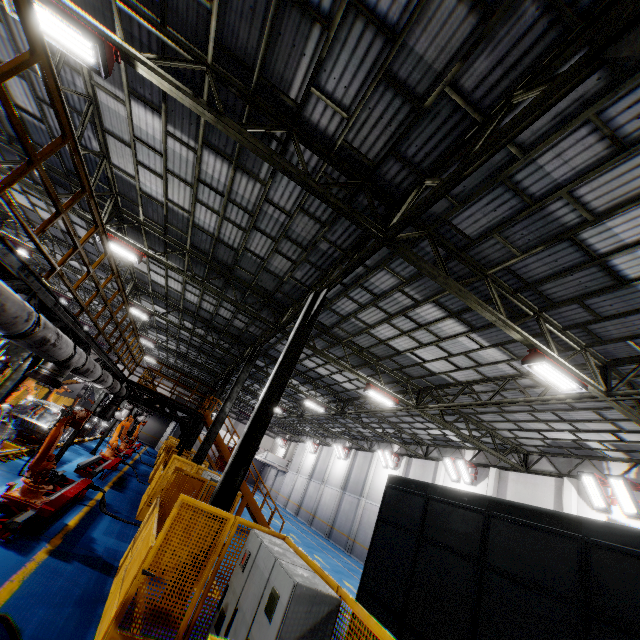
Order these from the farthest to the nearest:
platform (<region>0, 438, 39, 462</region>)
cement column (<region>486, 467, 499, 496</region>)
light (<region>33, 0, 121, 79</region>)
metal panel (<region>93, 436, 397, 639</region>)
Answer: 1. cement column (<region>486, 467, 499, 496</region>)
2. platform (<region>0, 438, 39, 462</region>)
3. light (<region>33, 0, 121, 79</region>)
4. metal panel (<region>93, 436, 397, 639</region>)

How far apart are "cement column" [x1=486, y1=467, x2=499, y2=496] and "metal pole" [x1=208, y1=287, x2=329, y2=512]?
15.5m

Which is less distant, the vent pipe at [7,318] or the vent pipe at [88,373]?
the vent pipe at [7,318]

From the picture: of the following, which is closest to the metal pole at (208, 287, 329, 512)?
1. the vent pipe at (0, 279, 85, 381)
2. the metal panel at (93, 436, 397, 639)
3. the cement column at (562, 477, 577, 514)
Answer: the metal panel at (93, 436, 397, 639)

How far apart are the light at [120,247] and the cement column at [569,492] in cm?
2077

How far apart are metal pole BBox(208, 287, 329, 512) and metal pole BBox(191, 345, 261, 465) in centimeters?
617cm

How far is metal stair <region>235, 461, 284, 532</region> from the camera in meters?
16.2 m

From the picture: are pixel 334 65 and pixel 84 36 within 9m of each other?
yes
